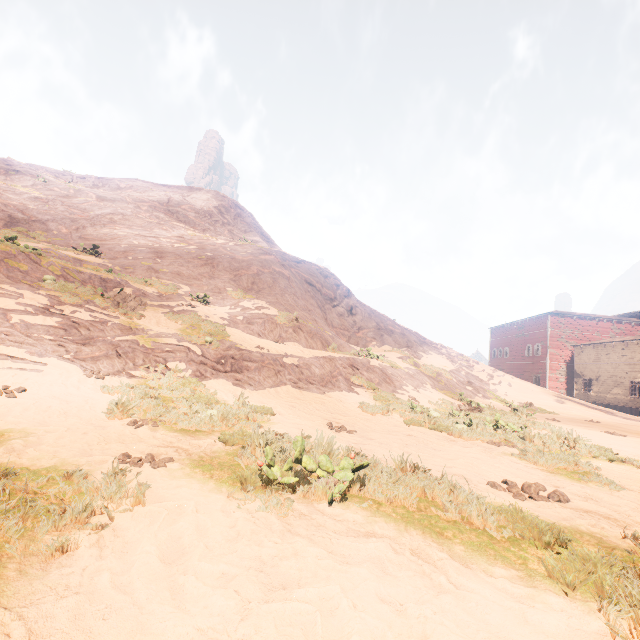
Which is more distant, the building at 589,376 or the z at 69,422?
the building at 589,376

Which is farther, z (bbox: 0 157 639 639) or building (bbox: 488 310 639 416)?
building (bbox: 488 310 639 416)

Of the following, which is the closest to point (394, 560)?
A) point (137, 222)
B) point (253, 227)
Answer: point (137, 222)
